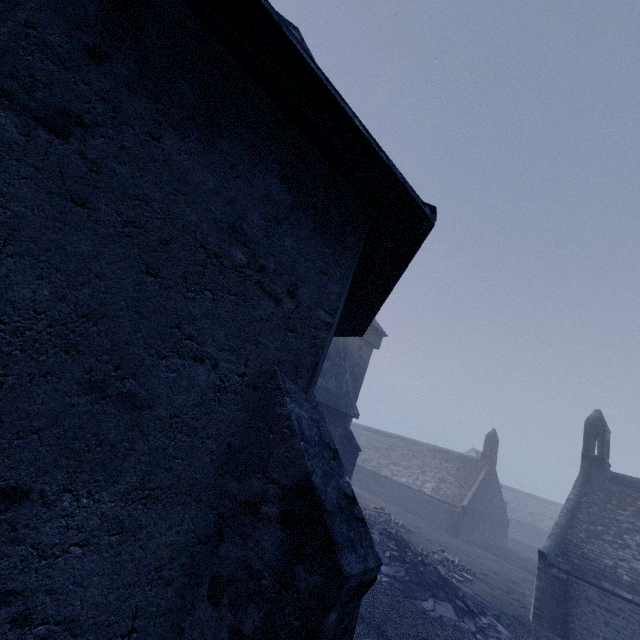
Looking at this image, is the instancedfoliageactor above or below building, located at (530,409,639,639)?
below

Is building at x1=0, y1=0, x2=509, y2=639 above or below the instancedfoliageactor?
above

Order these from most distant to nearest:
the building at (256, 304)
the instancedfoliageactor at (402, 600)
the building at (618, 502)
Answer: the building at (618, 502) < the instancedfoliageactor at (402, 600) < the building at (256, 304)

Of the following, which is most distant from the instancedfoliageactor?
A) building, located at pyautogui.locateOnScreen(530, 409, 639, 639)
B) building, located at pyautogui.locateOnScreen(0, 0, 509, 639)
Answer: building, located at pyautogui.locateOnScreen(530, 409, 639, 639)

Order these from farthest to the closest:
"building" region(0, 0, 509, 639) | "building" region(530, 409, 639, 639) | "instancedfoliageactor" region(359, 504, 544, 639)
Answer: "building" region(530, 409, 639, 639), "instancedfoliageactor" region(359, 504, 544, 639), "building" region(0, 0, 509, 639)

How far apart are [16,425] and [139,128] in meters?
2.0 m

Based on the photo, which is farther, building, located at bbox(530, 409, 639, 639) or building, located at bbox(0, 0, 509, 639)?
building, located at bbox(530, 409, 639, 639)

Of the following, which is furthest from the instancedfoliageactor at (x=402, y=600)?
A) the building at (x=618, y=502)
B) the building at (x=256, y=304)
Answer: the building at (x=618, y=502)
